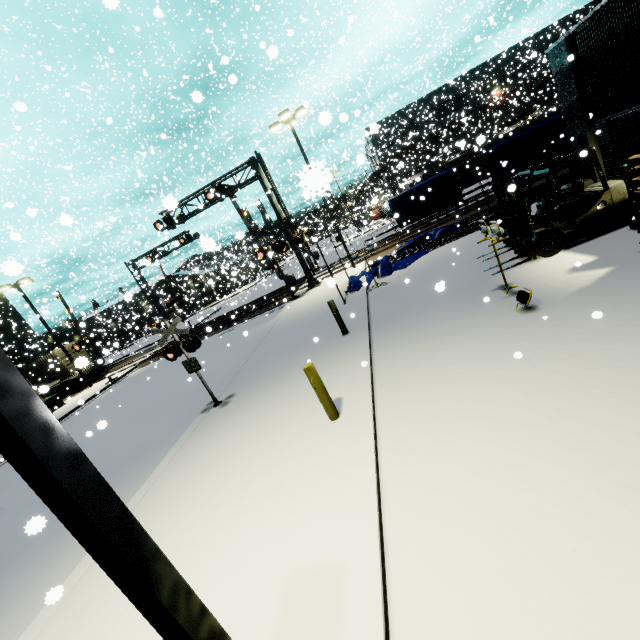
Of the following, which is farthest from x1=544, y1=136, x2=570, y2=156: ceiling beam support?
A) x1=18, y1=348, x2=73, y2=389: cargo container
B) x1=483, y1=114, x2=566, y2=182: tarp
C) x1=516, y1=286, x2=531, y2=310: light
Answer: x1=516, y1=286, x2=531, y2=310: light

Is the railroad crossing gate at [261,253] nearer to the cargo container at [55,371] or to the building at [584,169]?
the cargo container at [55,371]

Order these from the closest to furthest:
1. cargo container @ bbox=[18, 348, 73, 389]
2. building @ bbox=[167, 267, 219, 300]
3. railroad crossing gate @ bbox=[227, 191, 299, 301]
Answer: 1. building @ bbox=[167, 267, 219, 300]
2. railroad crossing gate @ bbox=[227, 191, 299, 301]
3. cargo container @ bbox=[18, 348, 73, 389]

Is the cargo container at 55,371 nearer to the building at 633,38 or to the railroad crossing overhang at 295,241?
the building at 633,38

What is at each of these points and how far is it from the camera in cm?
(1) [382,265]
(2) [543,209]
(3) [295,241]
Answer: (1) tarp, 1591
(2) forklift, 872
(3) railroad crossing overhang, 2041

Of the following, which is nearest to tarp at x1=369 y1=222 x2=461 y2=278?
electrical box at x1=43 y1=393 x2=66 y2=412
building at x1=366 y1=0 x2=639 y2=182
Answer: building at x1=366 y1=0 x2=639 y2=182

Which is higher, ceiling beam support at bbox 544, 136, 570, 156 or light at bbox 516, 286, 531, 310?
ceiling beam support at bbox 544, 136, 570, 156

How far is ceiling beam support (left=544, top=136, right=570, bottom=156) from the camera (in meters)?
10.74
